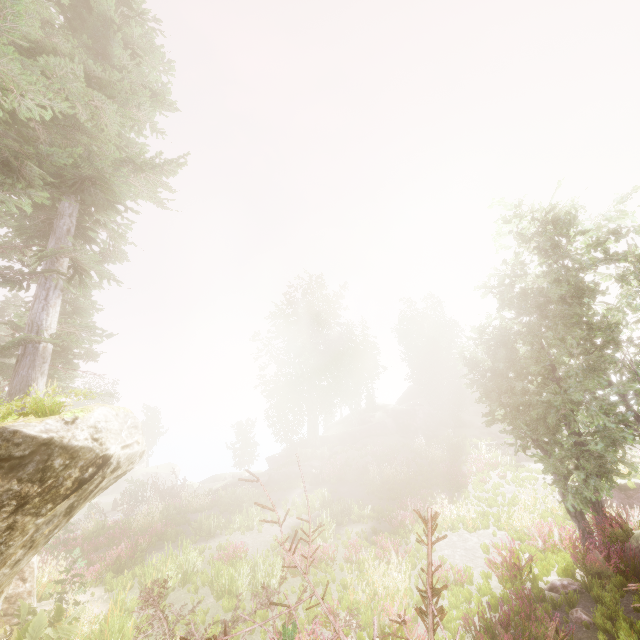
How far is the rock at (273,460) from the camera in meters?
27.0

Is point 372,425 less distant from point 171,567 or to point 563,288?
point 171,567

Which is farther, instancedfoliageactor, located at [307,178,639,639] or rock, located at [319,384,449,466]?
rock, located at [319,384,449,466]

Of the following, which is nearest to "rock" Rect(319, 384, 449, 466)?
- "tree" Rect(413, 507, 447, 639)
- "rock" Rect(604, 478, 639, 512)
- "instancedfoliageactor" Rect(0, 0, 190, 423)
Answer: "instancedfoliageactor" Rect(0, 0, 190, 423)

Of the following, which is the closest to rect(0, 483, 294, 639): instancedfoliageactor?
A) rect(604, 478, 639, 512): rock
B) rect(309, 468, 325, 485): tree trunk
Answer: rect(309, 468, 325, 485): tree trunk

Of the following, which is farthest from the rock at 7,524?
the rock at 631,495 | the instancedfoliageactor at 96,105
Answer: the rock at 631,495

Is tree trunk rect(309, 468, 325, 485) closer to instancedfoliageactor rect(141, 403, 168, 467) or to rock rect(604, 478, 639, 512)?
instancedfoliageactor rect(141, 403, 168, 467)

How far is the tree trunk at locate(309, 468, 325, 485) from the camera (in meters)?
23.14
